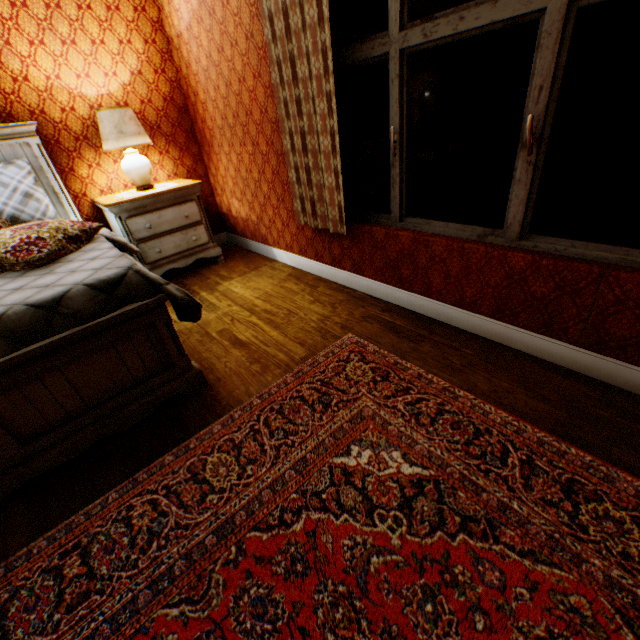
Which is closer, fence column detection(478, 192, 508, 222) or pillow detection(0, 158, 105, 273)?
pillow detection(0, 158, 105, 273)

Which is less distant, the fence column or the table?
the table

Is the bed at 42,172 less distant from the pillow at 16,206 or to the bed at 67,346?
the pillow at 16,206

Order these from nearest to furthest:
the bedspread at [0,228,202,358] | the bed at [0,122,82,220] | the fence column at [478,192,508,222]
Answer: the bedspread at [0,228,202,358], the bed at [0,122,82,220], the fence column at [478,192,508,222]

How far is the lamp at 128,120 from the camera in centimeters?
322cm

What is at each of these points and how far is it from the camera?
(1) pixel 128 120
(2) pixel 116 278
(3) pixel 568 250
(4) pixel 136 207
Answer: (1) lamp, 3.3 meters
(2) bedspread, 1.8 meters
(3) building, 1.8 meters
(4) table, 3.4 meters

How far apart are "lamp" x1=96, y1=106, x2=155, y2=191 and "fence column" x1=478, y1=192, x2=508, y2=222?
10.6m

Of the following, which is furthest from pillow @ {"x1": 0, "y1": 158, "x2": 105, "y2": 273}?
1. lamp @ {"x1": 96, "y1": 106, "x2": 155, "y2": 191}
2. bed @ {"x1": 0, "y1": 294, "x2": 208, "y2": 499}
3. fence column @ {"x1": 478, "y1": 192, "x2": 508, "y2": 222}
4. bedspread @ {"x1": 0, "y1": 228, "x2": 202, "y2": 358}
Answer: fence column @ {"x1": 478, "y1": 192, "x2": 508, "y2": 222}
